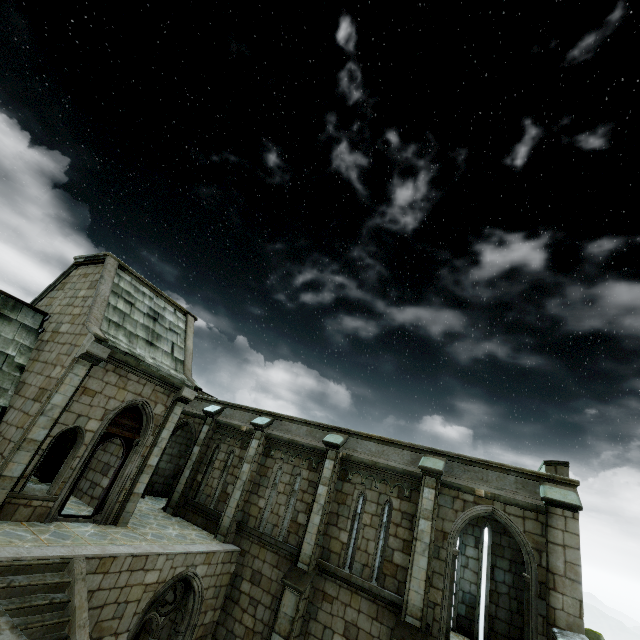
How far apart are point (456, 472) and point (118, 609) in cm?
1043
